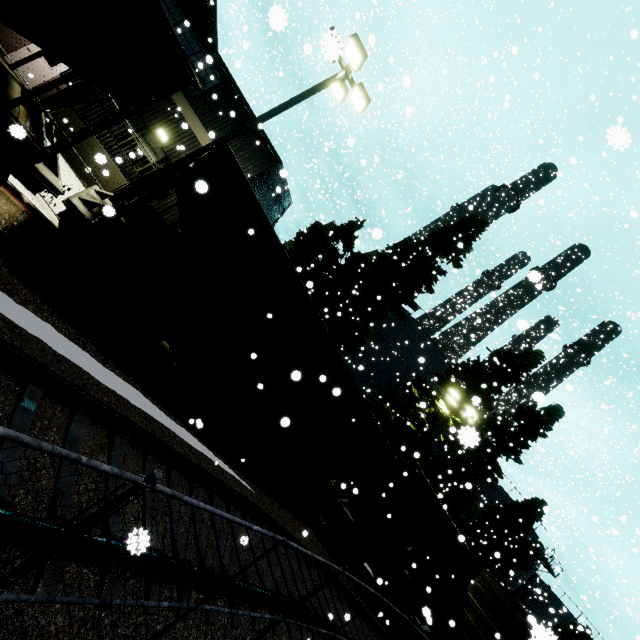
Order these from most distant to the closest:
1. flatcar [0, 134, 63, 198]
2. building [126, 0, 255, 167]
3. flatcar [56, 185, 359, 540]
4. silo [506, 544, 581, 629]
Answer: silo [506, 544, 581, 629] → building [126, 0, 255, 167] → flatcar [56, 185, 359, 540] → flatcar [0, 134, 63, 198]

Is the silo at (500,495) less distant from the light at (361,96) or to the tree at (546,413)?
the tree at (546,413)

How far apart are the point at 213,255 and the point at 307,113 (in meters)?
22.21

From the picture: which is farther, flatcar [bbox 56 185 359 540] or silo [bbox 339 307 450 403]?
silo [bbox 339 307 450 403]

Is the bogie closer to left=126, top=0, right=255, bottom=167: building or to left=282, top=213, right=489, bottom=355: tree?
left=126, top=0, right=255, bottom=167: building

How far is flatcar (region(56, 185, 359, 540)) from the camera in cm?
586

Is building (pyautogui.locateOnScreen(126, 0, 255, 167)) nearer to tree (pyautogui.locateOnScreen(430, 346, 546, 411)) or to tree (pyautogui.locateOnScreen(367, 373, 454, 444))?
Answer: tree (pyautogui.locateOnScreen(367, 373, 454, 444))

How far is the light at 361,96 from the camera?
1.12m
